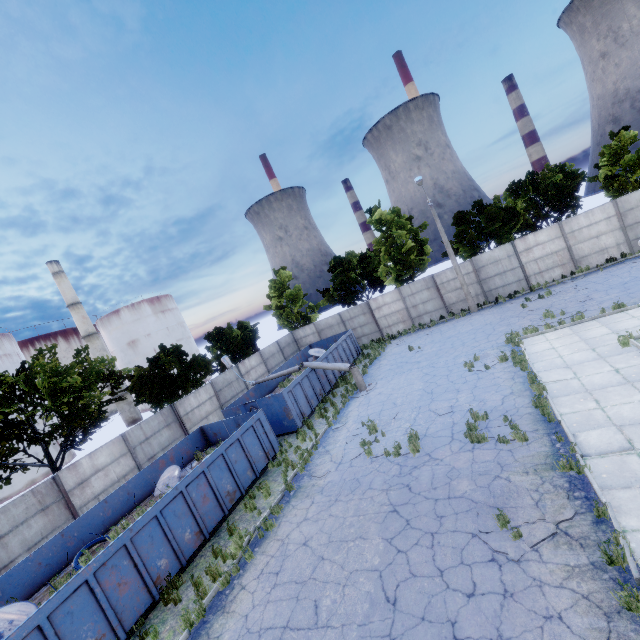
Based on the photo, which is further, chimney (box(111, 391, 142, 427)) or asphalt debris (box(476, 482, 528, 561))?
chimney (box(111, 391, 142, 427))

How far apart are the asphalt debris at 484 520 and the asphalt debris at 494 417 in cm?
170

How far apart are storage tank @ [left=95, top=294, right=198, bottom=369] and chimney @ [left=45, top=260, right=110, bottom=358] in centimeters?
580cm

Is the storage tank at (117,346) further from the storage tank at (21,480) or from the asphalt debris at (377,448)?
the asphalt debris at (377,448)

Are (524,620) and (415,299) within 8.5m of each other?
no

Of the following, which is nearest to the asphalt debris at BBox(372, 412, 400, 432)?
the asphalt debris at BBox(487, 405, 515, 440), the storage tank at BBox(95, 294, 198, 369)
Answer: the asphalt debris at BBox(487, 405, 515, 440)

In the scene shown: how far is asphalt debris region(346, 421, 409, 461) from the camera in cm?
1109

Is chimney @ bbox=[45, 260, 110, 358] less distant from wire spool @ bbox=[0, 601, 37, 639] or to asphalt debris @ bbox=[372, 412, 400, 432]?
wire spool @ bbox=[0, 601, 37, 639]
